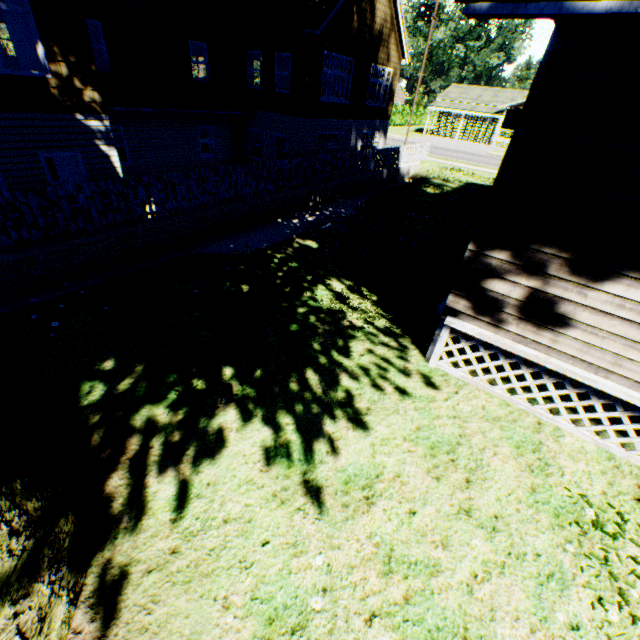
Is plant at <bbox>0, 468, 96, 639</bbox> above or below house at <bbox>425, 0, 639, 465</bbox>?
below

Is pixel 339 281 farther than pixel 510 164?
Yes

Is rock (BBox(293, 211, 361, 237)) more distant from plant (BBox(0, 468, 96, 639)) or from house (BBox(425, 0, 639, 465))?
plant (BBox(0, 468, 96, 639))

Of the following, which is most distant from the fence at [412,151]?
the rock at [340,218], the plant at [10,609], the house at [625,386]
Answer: the house at [625,386]

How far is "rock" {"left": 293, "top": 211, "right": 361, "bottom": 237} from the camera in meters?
10.3 m

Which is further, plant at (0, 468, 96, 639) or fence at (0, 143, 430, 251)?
fence at (0, 143, 430, 251)

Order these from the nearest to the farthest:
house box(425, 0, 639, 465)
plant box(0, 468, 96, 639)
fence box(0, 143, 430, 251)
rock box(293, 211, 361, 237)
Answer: plant box(0, 468, 96, 639) → house box(425, 0, 639, 465) → fence box(0, 143, 430, 251) → rock box(293, 211, 361, 237)
